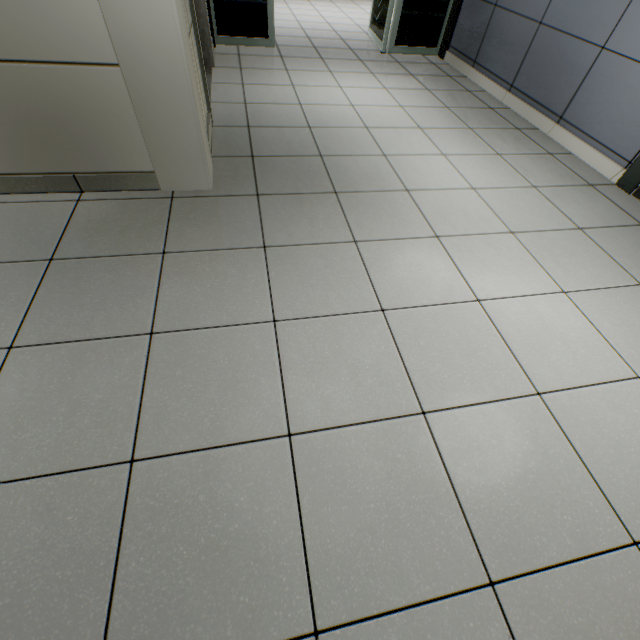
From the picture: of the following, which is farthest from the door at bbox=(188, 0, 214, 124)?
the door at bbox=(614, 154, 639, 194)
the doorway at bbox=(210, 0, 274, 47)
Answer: the door at bbox=(614, 154, 639, 194)

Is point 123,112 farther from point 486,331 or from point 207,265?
point 486,331

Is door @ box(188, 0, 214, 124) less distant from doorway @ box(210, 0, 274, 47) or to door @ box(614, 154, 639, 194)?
doorway @ box(210, 0, 274, 47)

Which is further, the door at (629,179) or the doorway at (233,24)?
the doorway at (233,24)

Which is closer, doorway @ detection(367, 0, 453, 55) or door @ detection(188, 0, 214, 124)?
door @ detection(188, 0, 214, 124)

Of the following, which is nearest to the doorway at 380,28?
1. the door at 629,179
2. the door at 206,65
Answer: the door at 206,65
